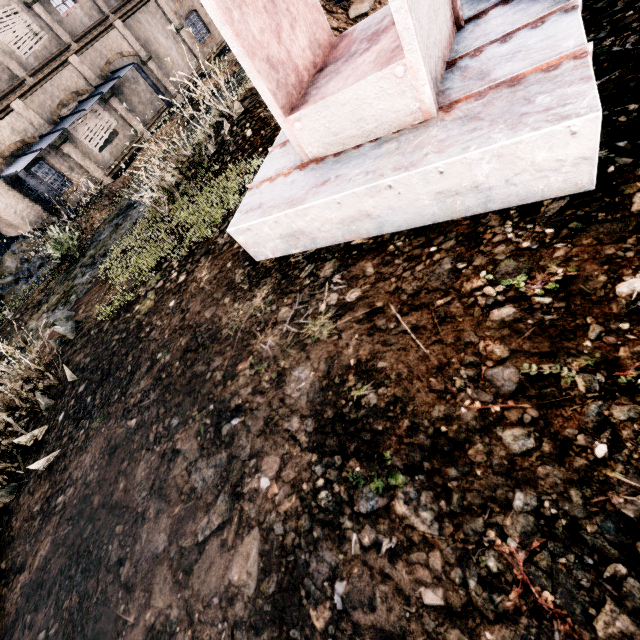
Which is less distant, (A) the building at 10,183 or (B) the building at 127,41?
(A) the building at 10,183

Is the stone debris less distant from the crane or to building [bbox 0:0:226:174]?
building [bbox 0:0:226:174]

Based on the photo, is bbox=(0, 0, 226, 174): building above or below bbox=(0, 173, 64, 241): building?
above

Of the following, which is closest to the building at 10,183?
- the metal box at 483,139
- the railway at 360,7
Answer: the railway at 360,7

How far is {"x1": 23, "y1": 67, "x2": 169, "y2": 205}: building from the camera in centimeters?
1697cm

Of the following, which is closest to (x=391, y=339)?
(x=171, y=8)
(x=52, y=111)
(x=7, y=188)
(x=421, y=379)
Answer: (x=421, y=379)

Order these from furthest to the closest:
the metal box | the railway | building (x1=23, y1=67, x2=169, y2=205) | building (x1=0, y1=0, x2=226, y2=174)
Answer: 1. building (x1=23, y1=67, x2=169, y2=205)
2. building (x1=0, y1=0, x2=226, y2=174)
3. the railway
4. the metal box

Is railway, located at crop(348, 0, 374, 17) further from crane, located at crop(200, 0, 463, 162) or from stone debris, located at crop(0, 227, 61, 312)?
stone debris, located at crop(0, 227, 61, 312)
